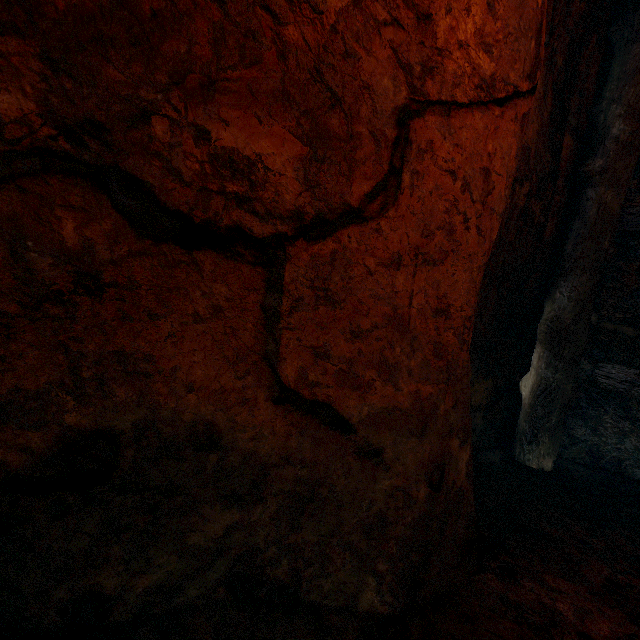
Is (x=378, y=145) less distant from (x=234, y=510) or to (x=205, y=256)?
(x=205, y=256)
